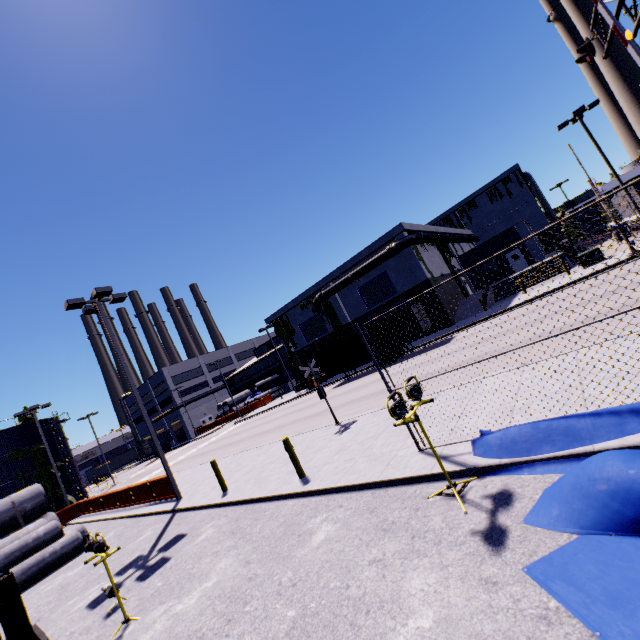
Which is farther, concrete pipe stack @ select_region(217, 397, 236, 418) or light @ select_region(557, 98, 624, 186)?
concrete pipe stack @ select_region(217, 397, 236, 418)

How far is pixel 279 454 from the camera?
13.1 meters

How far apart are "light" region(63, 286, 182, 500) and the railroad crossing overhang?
18.6 meters

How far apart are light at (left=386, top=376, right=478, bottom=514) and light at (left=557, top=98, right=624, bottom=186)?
26.20m

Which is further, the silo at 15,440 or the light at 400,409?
the silo at 15,440

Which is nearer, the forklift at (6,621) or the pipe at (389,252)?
the forklift at (6,621)

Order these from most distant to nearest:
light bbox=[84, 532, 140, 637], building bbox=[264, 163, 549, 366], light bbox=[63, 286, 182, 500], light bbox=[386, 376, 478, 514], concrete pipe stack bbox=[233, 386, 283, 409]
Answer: concrete pipe stack bbox=[233, 386, 283, 409], building bbox=[264, 163, 549, 366], light bbox=[63, 286, 182, 500], light bbox=[84, 532, 140, 637], light bbox=[386, 376, 478, 514]

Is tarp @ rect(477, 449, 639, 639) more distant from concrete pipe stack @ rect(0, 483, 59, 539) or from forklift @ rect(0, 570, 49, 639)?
concrete pipe stack @ rect(0, 483, 59, 539)
